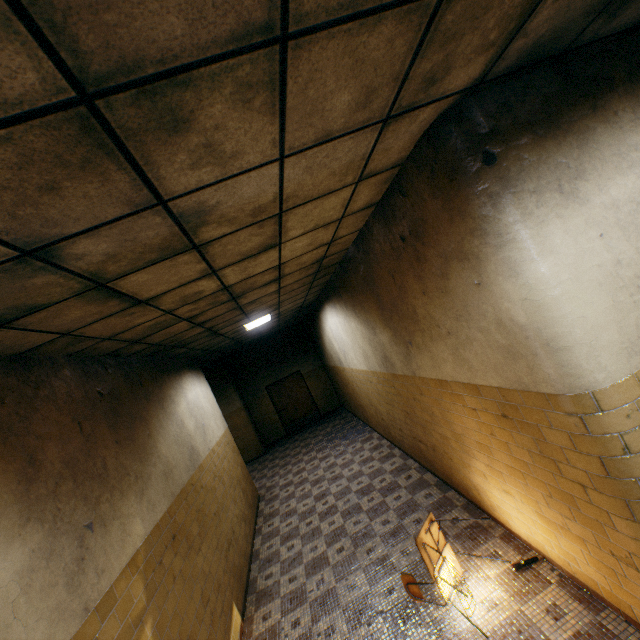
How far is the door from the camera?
13.3 meters

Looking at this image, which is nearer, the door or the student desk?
the student desk

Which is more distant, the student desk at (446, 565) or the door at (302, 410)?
the door at (302, 410)

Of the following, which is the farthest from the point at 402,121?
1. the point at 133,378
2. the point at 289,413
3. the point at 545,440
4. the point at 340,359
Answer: the point at 289,413

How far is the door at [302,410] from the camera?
13.3 meters
